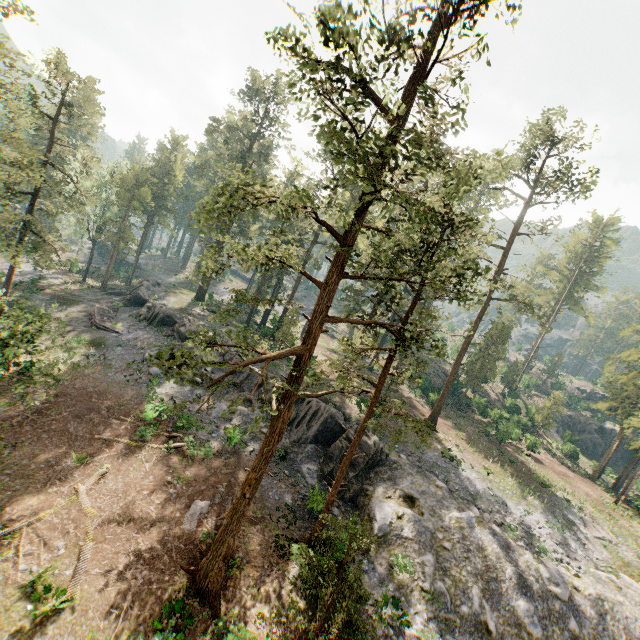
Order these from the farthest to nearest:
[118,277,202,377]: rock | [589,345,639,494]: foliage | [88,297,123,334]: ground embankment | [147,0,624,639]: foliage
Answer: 1. [589,345,639,494]: foliage
2. [88,297,123,334]: ground embankment
3. [118,277,202,377]: rock
4. [147,0,624,639]: foliage

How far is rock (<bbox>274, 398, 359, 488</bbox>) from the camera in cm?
2448

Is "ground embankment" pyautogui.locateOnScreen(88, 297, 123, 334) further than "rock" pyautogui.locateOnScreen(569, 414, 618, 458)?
No

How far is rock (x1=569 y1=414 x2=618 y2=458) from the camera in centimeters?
5659cm

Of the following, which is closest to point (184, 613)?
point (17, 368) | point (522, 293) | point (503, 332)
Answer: point (17, 368)

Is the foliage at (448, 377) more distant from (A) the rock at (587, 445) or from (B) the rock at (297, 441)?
(A) the rock at (587, 445)

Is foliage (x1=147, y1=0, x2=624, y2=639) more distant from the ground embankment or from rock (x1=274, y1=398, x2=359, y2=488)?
the ground embankment
